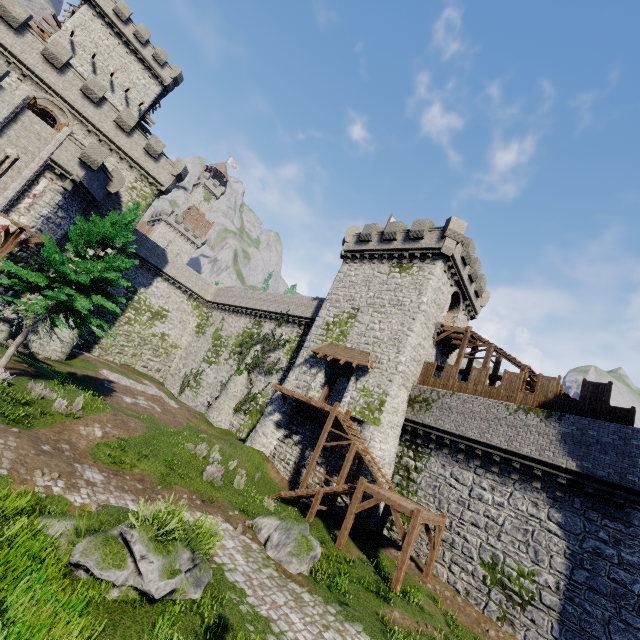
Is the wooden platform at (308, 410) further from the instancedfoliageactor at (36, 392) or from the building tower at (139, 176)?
the building tower at (139, 176)

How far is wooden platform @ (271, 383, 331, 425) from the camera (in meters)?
22.48

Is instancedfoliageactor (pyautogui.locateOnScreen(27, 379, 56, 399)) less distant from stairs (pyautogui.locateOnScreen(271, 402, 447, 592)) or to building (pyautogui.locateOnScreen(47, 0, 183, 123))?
stairs (pyautogui.locateOnScreen(271, 402, 447, 592))

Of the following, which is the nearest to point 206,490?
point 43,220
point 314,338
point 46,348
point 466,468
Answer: point 466,468

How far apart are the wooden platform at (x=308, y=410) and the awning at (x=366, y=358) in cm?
309

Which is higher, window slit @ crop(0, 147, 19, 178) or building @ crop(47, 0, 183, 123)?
building @ crop(47, 0, 183, 123)

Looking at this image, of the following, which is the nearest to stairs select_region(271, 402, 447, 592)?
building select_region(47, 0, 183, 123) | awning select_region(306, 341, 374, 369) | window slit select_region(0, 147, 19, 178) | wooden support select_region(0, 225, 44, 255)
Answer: awning select_region(306, 341, 374, 369)

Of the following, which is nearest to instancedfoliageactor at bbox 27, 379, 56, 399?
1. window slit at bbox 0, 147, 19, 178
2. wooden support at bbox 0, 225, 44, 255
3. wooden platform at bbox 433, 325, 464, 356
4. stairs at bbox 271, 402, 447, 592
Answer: wooden support at bbox 0, 225, 44, 255
